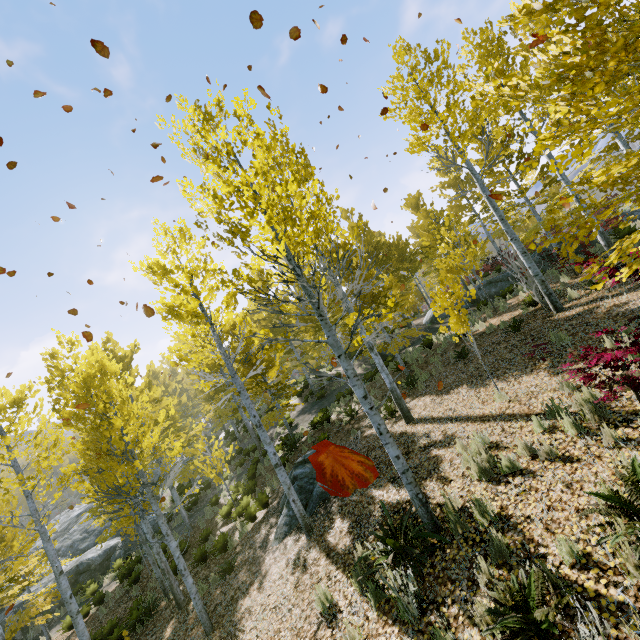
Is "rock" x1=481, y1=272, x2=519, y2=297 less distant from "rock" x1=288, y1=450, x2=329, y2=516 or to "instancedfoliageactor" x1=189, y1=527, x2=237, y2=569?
"instancedfoliageactor" x1=189, y1=527, x2=237, y2=569

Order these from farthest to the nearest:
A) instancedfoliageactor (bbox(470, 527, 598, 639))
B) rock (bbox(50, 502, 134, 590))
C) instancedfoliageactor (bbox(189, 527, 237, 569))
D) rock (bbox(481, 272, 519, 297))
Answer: rock (bbox(481, 272, 519, 297)), rock (bbox(50, 502, 134, 590)), instancedfoliageactor (bbox(189, 527, 237, 569)), instancedfoliageactor (bbox(470, 527, 598, 639))

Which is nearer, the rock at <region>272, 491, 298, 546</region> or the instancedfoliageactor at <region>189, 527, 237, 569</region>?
the rock at <region>272, 491, 298, 546</region>

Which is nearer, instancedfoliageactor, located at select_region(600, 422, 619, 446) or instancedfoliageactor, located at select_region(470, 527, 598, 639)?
instancedfoliageactor, located at select_region(470, 527, 598, 639)

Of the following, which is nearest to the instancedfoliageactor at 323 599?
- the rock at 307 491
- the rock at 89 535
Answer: the rock at 89 535

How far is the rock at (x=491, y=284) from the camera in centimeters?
1969cm

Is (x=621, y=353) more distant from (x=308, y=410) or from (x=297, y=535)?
(x=308, y=410)

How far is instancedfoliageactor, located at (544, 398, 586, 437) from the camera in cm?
471
